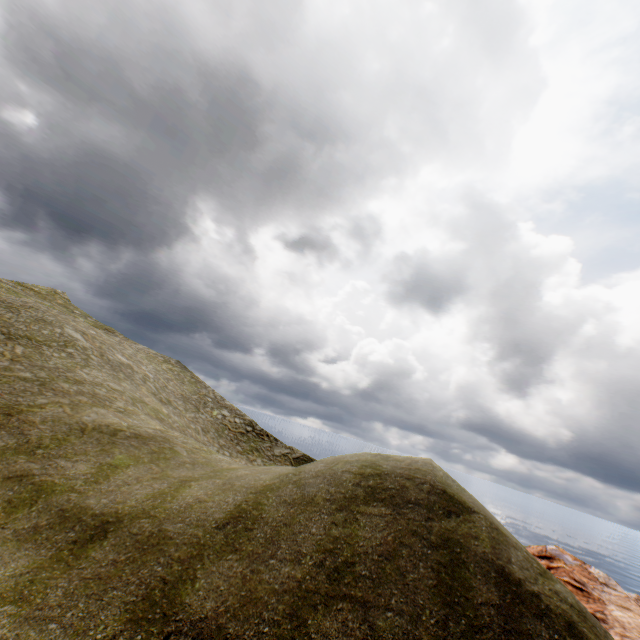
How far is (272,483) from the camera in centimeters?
1166cm
